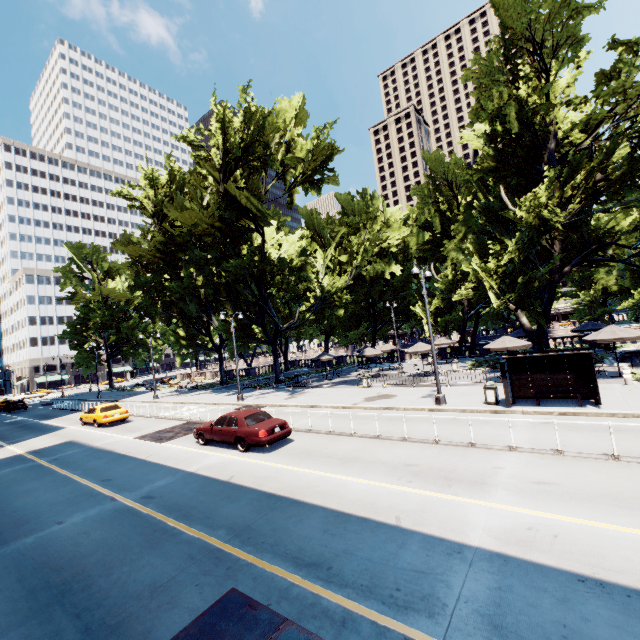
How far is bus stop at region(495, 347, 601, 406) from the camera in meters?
13.3 m

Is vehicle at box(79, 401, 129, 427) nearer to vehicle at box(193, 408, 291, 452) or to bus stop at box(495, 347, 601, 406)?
vehicle at box(193, 408, 291, 452)

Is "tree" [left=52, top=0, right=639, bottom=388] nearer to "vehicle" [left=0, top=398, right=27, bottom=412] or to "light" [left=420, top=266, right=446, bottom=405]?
"light" [left=420, top=266, right=446, bottom=405]

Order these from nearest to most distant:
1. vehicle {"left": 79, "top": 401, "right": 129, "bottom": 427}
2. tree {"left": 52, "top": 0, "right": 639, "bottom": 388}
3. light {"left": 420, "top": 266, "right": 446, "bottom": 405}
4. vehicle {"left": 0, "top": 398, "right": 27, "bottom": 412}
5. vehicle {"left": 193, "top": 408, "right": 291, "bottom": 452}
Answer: vehicle {"left": 193, "top": 408, "right": 291, "bottom": 452} → light {"left": 420, "top": 266, "right": 446, "bottom": 405} → tree {"left": 52, "top": 0, "right": 639, "bottom": 388} → vehicle {"left": 79, "top": 401, "right": 129, "bottom": 427} → vehicle {"left": 0, "top": 398, "right": 27, "bottom": 412}

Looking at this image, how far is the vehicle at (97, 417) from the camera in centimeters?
2267cm

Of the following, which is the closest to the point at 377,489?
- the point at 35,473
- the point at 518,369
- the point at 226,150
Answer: the point at 518,369

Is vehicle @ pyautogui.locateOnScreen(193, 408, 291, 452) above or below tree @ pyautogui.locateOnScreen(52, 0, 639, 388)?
below

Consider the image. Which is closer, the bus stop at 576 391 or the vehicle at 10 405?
the bus stop at 576 391
